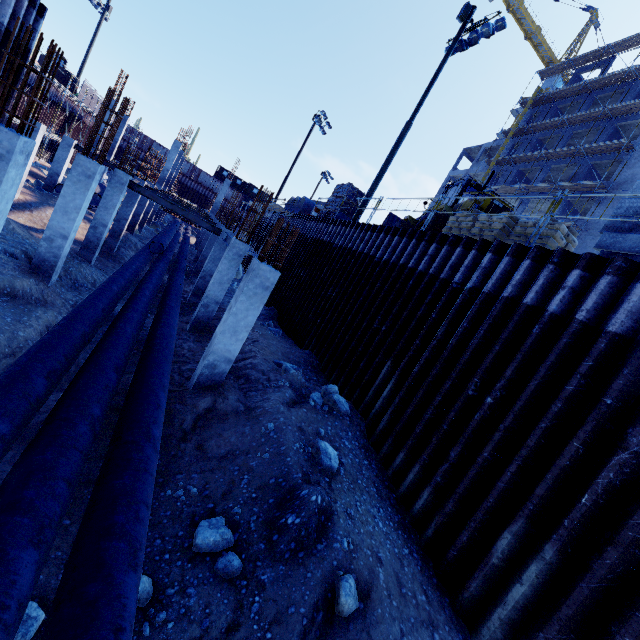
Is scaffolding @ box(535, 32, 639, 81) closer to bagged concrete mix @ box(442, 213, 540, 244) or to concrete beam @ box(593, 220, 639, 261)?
concrete beam @ box(593, 220, 639, 261)

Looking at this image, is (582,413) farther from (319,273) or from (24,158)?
(319,273)

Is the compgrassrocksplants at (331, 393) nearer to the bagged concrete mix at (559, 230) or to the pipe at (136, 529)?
the pipe at (136, 529)

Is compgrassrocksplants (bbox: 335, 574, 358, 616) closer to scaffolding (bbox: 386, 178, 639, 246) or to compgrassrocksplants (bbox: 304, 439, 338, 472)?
compgrassrocksplants (bbox: 304, 439, 338, 472)

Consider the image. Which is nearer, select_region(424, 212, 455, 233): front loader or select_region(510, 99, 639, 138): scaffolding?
select_region(424, 212, 455, 233): front loader

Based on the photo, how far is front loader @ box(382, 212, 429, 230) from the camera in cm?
1421

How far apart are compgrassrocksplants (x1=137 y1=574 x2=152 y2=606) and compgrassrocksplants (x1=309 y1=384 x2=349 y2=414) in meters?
4.7

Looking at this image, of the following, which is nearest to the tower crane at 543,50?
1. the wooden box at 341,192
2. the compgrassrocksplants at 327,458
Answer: the wooden box at 341,192
